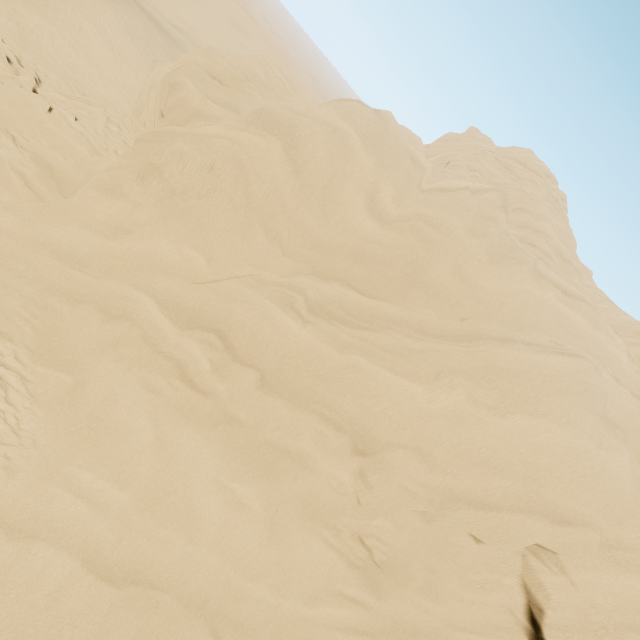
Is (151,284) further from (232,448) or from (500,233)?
(500,233)
